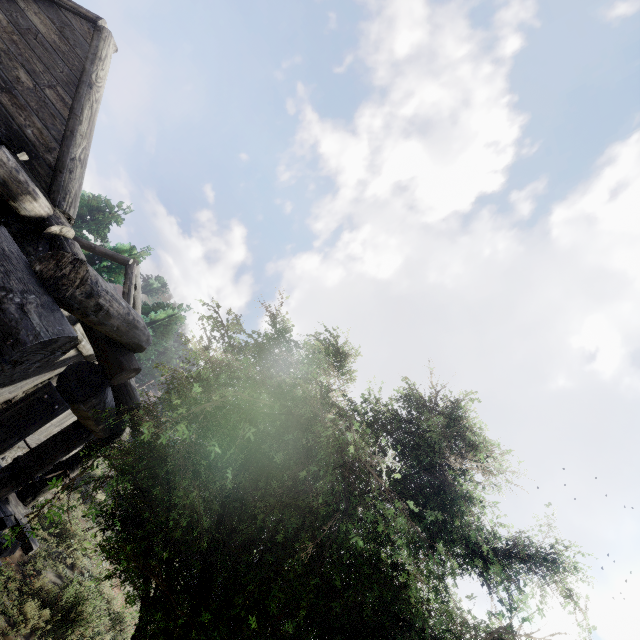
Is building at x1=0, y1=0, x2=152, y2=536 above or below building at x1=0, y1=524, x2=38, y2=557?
above

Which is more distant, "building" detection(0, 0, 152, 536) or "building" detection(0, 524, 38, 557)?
"building" detection(0, 524, 38, 557)

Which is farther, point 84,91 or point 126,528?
point 84,91

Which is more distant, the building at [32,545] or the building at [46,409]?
the building at [32,545]

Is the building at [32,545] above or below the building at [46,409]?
below
